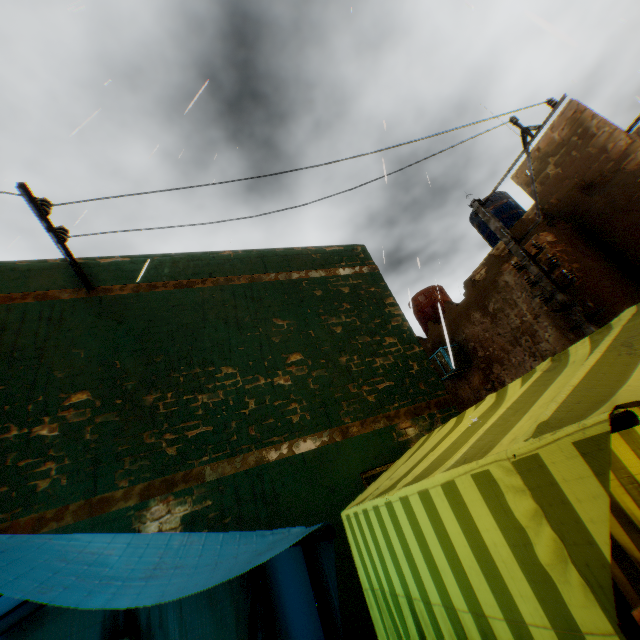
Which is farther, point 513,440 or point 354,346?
point 354,346

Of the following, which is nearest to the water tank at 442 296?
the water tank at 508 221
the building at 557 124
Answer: the building at 557 124

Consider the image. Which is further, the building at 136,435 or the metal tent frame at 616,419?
the building at 136,435

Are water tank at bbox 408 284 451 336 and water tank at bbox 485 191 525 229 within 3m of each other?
yes

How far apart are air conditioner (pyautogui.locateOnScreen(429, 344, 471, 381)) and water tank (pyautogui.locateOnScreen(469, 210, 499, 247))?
4.64m

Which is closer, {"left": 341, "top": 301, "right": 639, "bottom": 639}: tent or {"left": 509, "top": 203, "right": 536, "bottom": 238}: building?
{"left": 341, "top": 301, "right": 639, "bottom": 639}: tent

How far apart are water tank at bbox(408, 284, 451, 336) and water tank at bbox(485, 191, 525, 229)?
2.3m

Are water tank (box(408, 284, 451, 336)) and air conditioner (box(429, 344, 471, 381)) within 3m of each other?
yes
